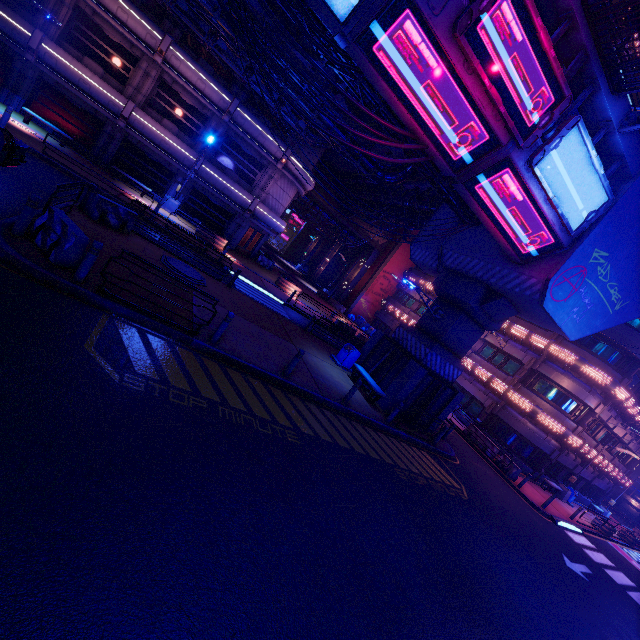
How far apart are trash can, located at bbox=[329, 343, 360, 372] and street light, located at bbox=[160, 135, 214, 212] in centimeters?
1600cm

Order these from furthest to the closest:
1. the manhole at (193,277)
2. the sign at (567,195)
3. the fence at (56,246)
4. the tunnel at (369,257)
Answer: the tunnel at (369,257), the manhole at (193,277), the sign at (567,195), the fence at (56,246)

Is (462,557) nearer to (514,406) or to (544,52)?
(544,52)

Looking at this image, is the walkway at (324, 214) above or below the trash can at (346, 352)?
above

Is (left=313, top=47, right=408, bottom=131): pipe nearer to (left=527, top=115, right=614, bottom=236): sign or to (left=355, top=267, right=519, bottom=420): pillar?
(left=355, top=267, right=519, bottom=420): pillar

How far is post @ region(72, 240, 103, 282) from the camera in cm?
747

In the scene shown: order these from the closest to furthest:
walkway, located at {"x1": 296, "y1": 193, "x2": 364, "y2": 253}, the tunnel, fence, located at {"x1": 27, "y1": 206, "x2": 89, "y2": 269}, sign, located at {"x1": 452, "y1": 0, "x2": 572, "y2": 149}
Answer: sign, located at {"x1": 452, "y1": 0, "x2": 572, "y2": 149}, fence, located at {"x1": 27, "y1": 206, "x2": 89, "y2": 269}, walkway, located at {"x1": 296, "y1": 193, "x2": 364, "y2": 253}, the tunnel

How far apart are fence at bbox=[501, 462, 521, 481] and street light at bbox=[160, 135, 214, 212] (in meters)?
28.13
